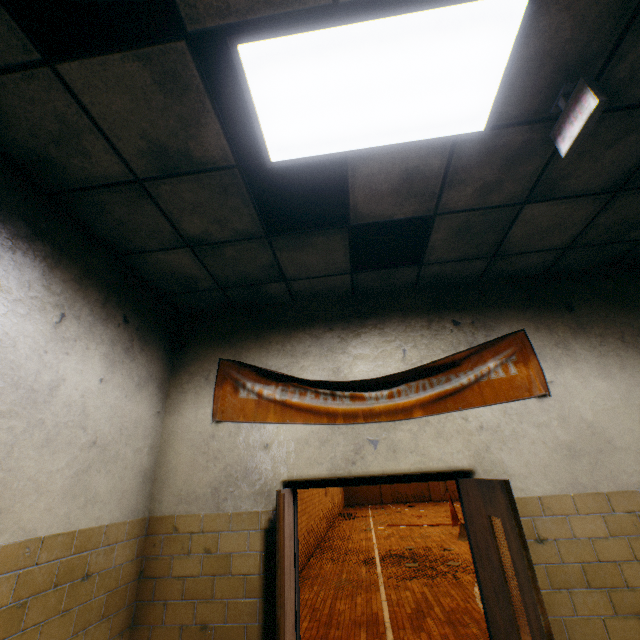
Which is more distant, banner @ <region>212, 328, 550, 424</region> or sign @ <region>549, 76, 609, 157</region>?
banner @ <region>212, 328, 550, 424</region>

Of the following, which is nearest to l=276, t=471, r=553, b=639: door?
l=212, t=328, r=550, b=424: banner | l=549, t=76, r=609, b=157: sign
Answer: l=212, t=328, r=550, b=424: banner

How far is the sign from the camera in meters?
1.5 m

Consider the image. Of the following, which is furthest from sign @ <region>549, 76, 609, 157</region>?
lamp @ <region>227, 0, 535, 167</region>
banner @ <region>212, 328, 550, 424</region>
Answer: banner @ <region>212, 328, 550, 424</region>

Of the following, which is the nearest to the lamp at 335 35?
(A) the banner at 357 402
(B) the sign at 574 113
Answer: (B) the sign at 574 113

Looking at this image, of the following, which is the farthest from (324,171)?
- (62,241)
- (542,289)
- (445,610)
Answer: (445,610)

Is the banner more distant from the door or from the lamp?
the lamp
